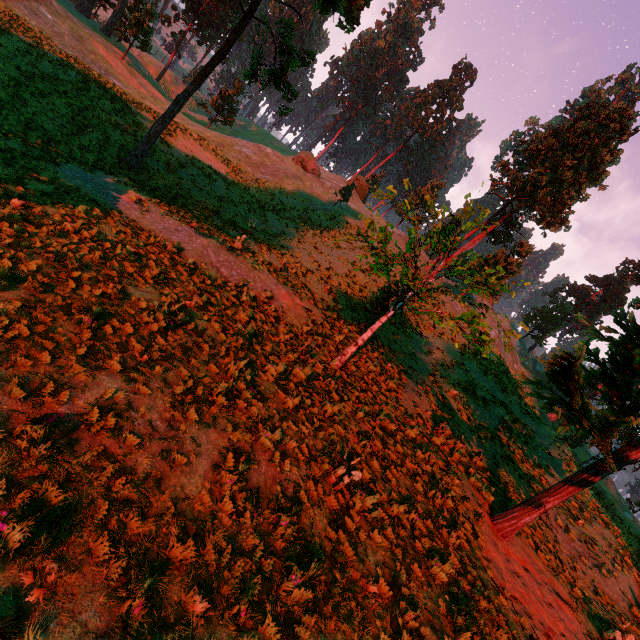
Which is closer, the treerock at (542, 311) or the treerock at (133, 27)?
the treerock at (133, 27)

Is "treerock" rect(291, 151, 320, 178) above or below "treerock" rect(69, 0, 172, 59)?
above

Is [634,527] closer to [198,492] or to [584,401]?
[584,401]

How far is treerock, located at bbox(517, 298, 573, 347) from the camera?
53.2 meters

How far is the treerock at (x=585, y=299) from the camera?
56.91m
